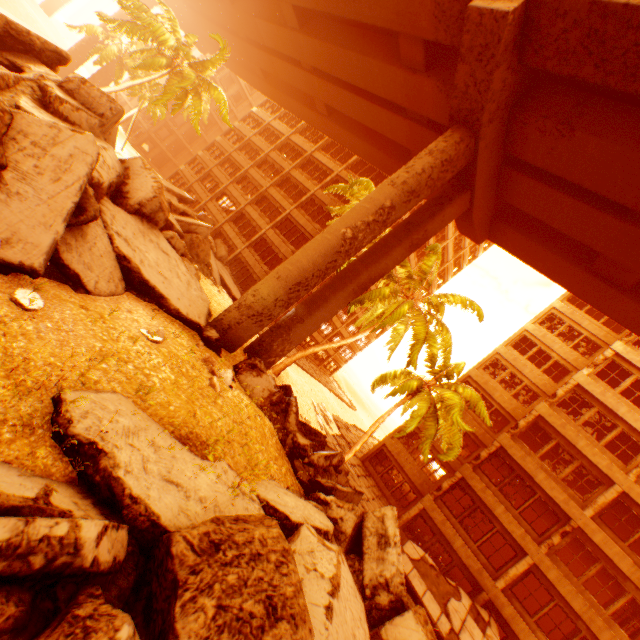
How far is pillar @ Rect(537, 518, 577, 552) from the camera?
16.8 meters

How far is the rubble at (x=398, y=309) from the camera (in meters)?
13.99

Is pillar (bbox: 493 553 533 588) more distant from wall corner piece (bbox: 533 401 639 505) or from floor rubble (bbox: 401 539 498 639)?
wall corner piece (bbox: 533 401 639 505)

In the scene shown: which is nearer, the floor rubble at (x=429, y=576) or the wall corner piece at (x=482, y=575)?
the floor rubble at (x=429, y=576)

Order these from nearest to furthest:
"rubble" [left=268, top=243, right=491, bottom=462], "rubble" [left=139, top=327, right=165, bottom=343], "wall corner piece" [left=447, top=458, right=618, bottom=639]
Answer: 1. "rubble" [left=139, top=327, right=165, bottom=343]
2. "rubble" [left=268, top=243, right=491, bottom=462]
3. "wall corner piece" [left=447, top=458, right=618, bottom=639]

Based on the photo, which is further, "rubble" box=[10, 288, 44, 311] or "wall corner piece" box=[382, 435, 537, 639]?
"wall corner piece" box=[382, 435, 537, 639]

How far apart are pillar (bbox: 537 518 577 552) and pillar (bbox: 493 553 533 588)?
0.6m

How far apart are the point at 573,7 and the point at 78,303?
15.1 meters
